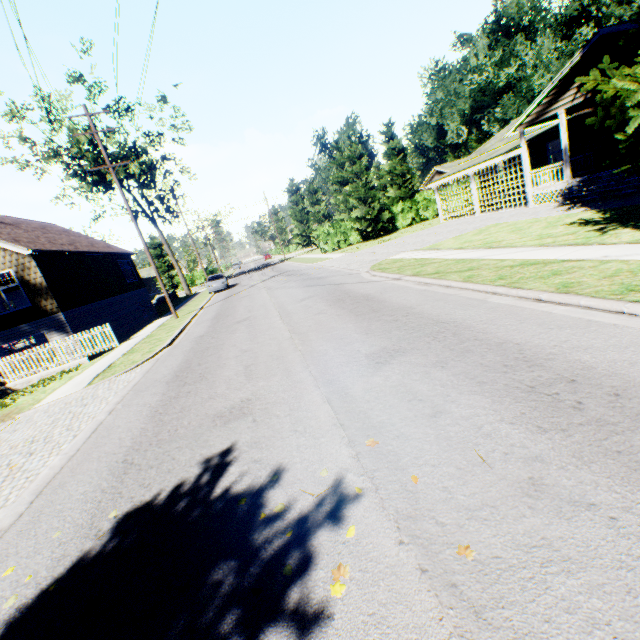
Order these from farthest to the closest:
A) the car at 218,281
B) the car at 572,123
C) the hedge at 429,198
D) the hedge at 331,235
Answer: the hedge at 429,198 < the hedge at 331,235 < the car at 218,281 < the car at 572,123

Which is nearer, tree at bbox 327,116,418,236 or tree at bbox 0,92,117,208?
tree at bbox 0,92,117,208

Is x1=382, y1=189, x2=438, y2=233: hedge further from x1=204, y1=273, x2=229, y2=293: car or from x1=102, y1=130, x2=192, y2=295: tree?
x1=102, y1=130, x2=192, y2=295: tree

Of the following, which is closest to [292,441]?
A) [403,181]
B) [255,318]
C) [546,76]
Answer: [255,318]

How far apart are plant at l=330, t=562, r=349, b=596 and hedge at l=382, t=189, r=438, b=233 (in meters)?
36.83

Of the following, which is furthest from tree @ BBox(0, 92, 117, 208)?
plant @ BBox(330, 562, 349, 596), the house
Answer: plant @ BBox(330, 562, 349, 596)

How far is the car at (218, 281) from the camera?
29.6m

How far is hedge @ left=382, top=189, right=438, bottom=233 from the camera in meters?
36.3
